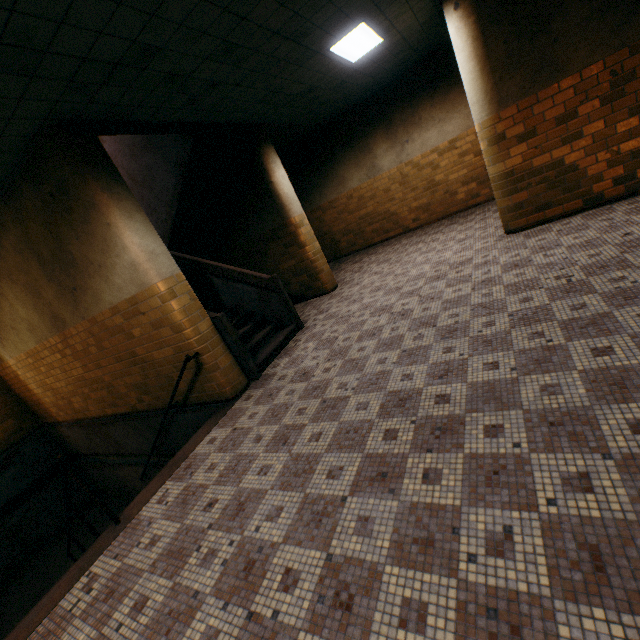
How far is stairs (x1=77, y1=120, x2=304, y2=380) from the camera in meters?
5.1

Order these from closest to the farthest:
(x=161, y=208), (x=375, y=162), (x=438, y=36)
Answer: (x=161, y=208)
(x=438, y=36)
(x=375, y=162)

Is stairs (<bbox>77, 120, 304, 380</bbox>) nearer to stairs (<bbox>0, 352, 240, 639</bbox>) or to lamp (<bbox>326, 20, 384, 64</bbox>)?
stairs (<bbox>0, 352, 240, 639</bbox>)

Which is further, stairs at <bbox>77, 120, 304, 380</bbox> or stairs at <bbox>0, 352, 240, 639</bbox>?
stairs at <bbox>77, 120, 304, 380</bbox>

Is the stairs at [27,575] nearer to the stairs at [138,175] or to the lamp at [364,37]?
the stairs at [138,175]

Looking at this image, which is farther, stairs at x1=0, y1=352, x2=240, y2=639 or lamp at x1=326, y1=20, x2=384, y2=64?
lamp at x1=326, y1=20, x2=384, y2=64
